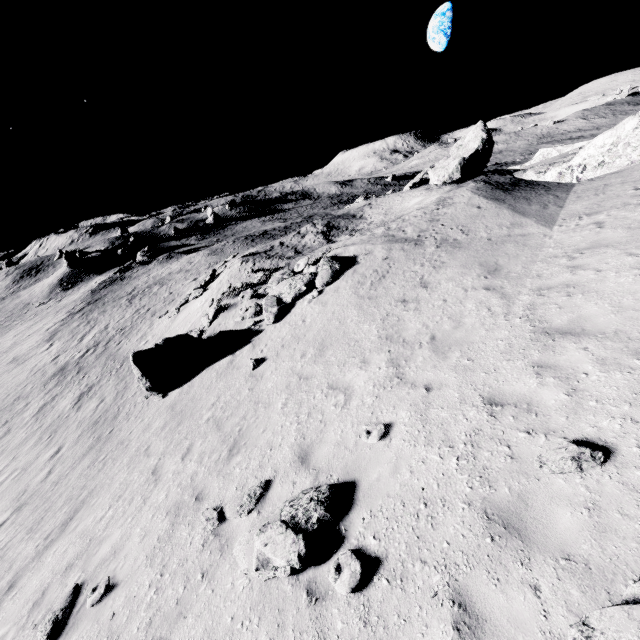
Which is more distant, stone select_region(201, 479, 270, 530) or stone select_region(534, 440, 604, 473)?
stone select_region(201, 479, 270, 530)

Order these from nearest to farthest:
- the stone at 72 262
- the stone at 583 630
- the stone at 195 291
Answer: the stone at 583 630
the stone at 195 291
the stone at 72 262

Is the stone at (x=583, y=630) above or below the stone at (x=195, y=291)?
above

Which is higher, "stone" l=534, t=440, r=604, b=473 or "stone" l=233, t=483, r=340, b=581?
"stone" l=534, t=440, r=604, b=473

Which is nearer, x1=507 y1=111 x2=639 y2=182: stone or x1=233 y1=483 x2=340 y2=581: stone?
x1=233 y1=483 x2=340 y2=581: stone

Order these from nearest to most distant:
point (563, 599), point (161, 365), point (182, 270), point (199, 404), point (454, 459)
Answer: point (563, 599)
point (454, 459)
point (199, 404)
point (161, 365)
point (182, 270)

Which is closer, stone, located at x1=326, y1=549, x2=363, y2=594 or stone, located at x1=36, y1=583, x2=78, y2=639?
stone, located at x1=326, y1=549, x2=363, y2=594

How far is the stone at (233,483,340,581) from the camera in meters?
4.9 m
